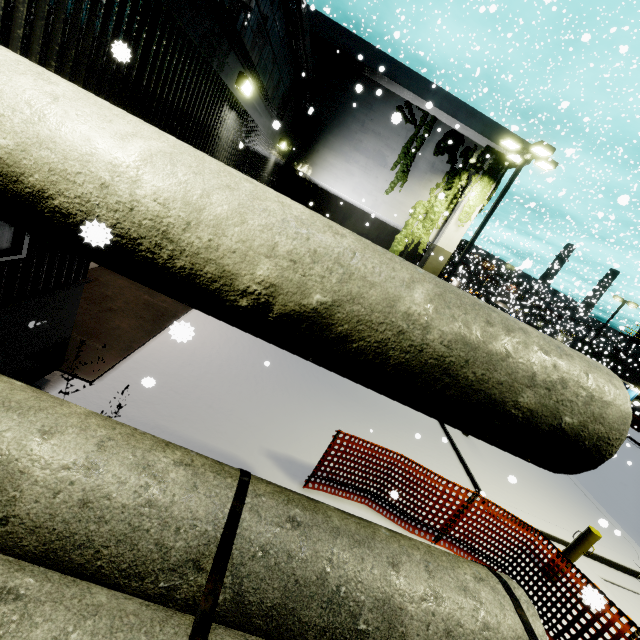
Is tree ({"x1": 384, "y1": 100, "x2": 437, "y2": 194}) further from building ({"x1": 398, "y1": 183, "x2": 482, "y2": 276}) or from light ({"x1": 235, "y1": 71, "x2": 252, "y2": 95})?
light ({"x1": 235, "y1": 71, "x2": 252, "y2": 95})

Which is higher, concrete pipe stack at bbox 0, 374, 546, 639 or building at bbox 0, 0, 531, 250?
building at bbox 0, 0, 531, 250

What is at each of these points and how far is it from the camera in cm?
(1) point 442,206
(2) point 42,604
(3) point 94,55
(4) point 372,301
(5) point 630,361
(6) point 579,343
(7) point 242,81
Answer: (1) tree, 1636
(2) concrete pipe stack, 147
(3) building, 305
(4) concrete pipe, 209
(5) building, 3797
(6) building, 1998
(7) light, 616

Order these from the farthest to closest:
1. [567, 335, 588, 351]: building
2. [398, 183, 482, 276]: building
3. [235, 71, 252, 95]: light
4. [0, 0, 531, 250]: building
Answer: [567, 335, 588, 351]: building, [398, 183, 482, 276]: building, [235, 71, 252, 95]: light, [0, 0, 531, 250]: building

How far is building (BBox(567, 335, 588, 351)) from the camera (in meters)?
41.98

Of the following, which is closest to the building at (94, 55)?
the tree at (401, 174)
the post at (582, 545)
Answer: the tree at (401, 174)

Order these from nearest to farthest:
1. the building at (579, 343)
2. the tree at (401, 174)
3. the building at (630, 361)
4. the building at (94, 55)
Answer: the building at (94, 55)
the tree at (401, 174)
the building at (630, 361)
the building at (579, 343)

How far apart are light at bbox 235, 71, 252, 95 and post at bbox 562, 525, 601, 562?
10.3m
